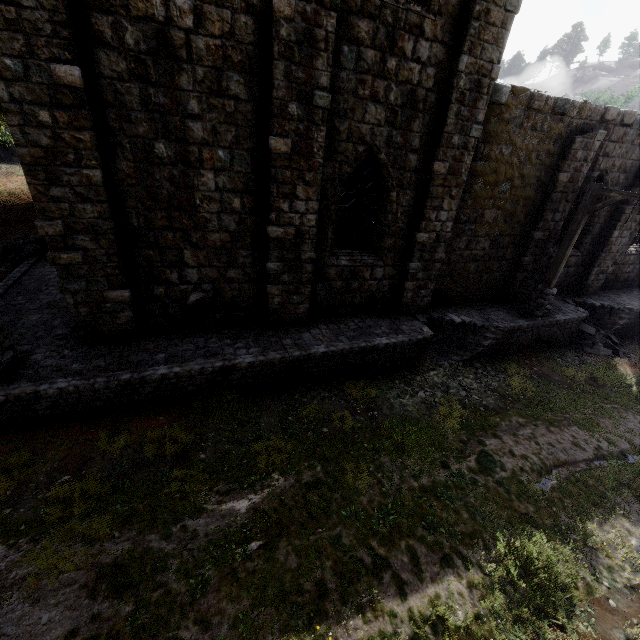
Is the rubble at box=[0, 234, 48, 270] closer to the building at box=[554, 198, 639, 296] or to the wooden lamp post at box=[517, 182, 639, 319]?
the building at box=[554, 198, 639, 296]

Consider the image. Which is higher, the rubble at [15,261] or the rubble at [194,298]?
the rubble at [194,298]

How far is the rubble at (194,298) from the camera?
8.56m

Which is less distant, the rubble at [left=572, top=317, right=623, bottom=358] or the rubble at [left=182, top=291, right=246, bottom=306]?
the rubble at [left=182, top=291, right=246, bottom=306]

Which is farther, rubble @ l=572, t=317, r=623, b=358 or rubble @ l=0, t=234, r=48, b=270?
rubble @ l=572, t=317, r=623, b=358

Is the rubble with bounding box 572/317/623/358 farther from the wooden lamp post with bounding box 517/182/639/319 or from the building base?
the wooden lamp post with bounding box 517/182/639/319

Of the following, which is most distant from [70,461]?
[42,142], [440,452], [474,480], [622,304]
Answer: [622,304]

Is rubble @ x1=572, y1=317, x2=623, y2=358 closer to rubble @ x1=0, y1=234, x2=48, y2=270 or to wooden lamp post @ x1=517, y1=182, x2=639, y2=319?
wooden lamp post @ x1=517, y1=182, x2=639, y2=319
